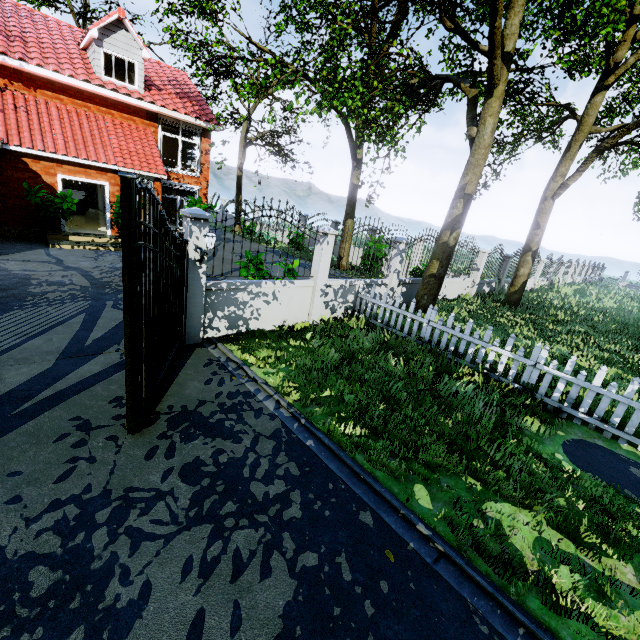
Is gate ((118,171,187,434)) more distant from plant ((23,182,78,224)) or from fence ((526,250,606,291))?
fence ((526,250,606,291))

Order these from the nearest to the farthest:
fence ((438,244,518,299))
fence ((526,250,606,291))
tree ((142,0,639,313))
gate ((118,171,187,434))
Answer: gate ((118,171,187,434))
tree ((142,0,639,313))
fence ((438,244,518,299))
fence ((526,250,606,291))

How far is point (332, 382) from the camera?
5.93m

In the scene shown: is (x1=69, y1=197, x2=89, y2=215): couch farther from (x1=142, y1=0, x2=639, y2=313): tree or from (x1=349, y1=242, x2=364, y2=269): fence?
(x1=142, y1=0, x2=639, y2=313): tree

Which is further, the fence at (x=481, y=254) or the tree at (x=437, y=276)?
the fence at (x=481, y=254)

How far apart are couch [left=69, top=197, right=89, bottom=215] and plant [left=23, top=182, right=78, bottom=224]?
6.0 meters

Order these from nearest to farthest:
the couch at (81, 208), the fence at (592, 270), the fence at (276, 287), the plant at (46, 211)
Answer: the fence at (276, 287), the plant at (46, 211), the couch at (81, 208), the fence at (592, 270)

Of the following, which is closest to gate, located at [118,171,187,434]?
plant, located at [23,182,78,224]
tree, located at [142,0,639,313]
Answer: tree, located at [142,0,639,313]
